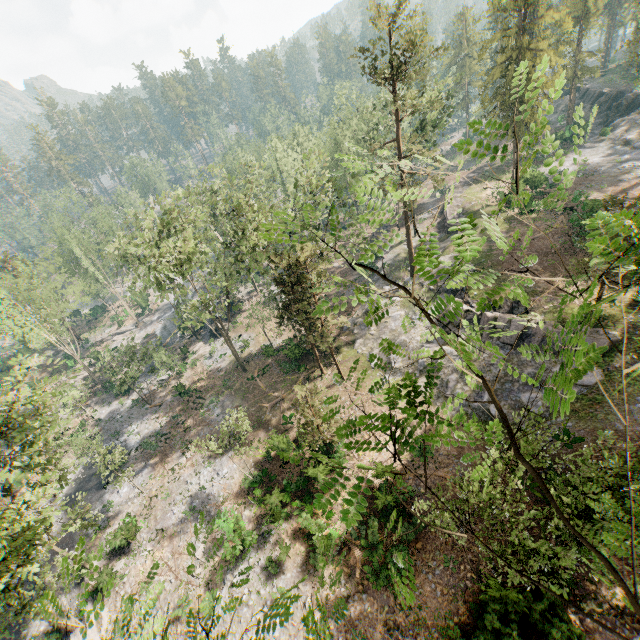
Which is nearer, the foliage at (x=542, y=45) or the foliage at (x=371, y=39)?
the foliage at (x=542, y=45)

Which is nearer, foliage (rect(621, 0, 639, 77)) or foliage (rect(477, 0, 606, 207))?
foliage (rect(477, 0, 606, 207))

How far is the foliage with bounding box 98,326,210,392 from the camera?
34.5 meters

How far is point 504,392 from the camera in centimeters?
2389cm

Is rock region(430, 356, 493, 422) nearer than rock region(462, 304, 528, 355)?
Yes

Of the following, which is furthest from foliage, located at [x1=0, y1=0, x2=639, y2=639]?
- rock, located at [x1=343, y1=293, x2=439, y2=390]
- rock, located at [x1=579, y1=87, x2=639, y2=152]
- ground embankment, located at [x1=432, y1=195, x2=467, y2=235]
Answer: rock, located at [x1=579, y1=87, x2=639, y2=152]

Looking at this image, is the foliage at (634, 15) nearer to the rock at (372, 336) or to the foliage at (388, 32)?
the rock at (372, 336)

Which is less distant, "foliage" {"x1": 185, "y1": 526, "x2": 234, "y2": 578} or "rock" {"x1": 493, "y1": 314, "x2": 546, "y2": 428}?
"foliage" {"x1": 185, "y1": 526, "x2": 234, "y2": 578}
